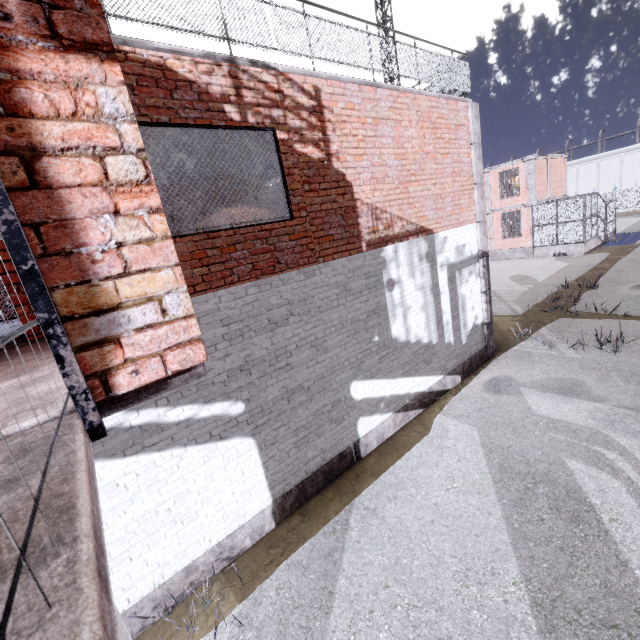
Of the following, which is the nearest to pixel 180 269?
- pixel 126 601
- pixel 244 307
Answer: pixel 244 307

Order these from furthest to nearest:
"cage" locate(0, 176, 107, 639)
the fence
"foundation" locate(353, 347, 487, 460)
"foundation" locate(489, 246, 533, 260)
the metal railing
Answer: the fence → "foundation" locate(489, 246, 533, 260) → "foundation" locate(353, 347, 487, 460) → the metal railing → "cage" locate(0, 176, 107, 639)

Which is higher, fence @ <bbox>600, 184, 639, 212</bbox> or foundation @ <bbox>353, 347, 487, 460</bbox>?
fence @ <bbox>600, 184, 639, 212</bbox>

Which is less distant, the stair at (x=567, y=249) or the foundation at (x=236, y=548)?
the foundation at (x=236, y=548)

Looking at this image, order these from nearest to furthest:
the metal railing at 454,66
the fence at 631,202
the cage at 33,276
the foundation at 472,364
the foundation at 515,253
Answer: the cage at 33,276
the metal railing at 454,66
the foundation at 472,364
the foundation at 515,253
the fence at 631,202

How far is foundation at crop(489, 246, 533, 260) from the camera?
24.3m

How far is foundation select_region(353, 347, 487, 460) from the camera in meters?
6.8 m

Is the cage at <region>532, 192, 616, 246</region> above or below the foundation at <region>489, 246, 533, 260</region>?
above
